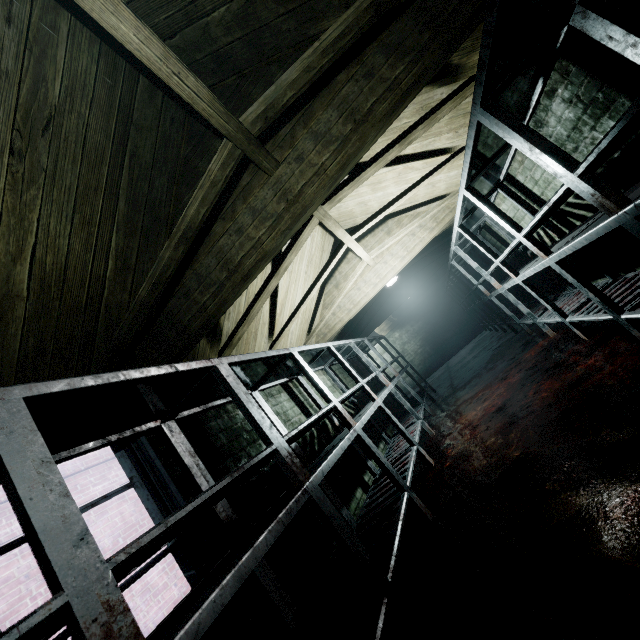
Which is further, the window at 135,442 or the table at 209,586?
the window at 135,442

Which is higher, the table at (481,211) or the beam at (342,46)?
Answer: the beam at (342,46)

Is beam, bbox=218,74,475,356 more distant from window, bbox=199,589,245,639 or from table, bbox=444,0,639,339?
window, bbox=199,589,245,639

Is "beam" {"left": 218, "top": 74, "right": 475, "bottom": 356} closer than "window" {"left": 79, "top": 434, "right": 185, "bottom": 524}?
No

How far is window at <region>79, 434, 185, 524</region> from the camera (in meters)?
1.75

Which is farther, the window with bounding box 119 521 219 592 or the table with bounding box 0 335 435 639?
the window with bounding box 119 521 219 592

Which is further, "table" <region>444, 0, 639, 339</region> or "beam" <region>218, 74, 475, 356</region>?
"beam" <region>218, 74, 475, 356</region>

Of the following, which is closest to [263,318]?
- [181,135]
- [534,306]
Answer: [181,135]
